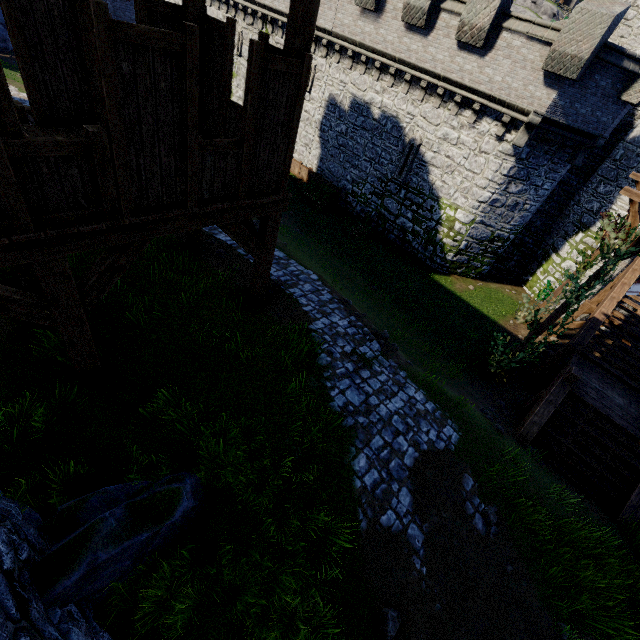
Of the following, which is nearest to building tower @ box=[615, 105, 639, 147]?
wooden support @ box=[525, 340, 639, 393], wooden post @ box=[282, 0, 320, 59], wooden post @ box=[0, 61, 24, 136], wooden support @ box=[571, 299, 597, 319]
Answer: wooden support @ box=[571, 299, 597, 319]

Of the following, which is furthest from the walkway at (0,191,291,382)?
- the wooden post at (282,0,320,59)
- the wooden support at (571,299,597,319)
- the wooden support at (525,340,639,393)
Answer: the wooden support at (571,299,597,319)

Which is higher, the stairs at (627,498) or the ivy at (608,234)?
the ivy at (608,234)

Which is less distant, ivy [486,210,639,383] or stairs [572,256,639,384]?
ivy [486,210,639,383]

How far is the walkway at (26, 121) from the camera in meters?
5.4 m

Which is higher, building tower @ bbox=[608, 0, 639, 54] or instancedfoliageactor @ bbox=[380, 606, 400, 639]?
building tower @ bbox=[608, 0, 639, 54]

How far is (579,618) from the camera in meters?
6.1

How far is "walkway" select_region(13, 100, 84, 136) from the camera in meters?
5.4 m
